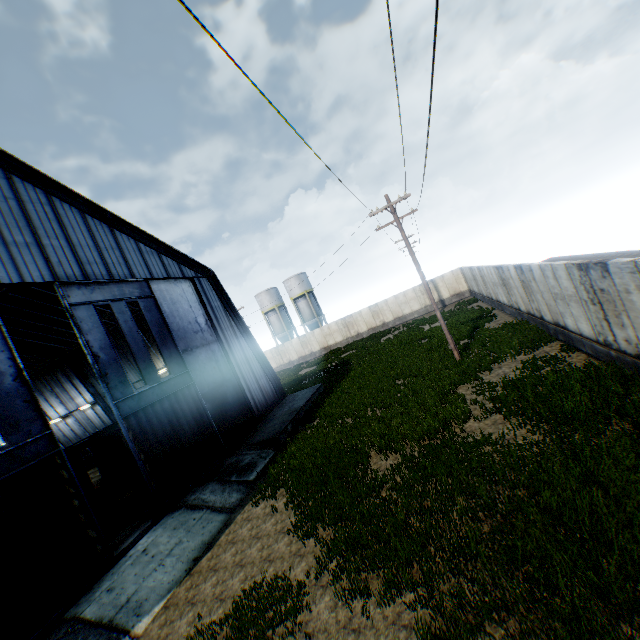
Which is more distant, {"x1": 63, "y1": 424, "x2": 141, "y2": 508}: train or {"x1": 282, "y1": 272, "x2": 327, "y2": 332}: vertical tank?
{"x1": 282, "y1": 272, "x2": 327, "y2": 332}: vertical tank

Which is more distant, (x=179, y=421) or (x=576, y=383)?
(x=179, y=421)

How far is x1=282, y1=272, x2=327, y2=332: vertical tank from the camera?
50.8m

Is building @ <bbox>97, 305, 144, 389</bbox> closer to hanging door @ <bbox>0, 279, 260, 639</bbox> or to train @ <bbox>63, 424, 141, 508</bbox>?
hanging door @ <bbox>0, 279, 260, 639</bbox>

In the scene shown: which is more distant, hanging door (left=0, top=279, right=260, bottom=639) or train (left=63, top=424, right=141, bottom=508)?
train (left=63, top=424, right=141, bottom=508)

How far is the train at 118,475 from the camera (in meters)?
18.25

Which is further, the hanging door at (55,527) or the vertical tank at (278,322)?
the vertical tank at (278,322)

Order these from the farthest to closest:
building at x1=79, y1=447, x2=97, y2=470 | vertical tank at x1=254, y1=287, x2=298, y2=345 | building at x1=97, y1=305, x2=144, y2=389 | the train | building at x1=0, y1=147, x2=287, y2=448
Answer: Answer: vertical tank at x1=254, y1=287, x2=298, y2=345, building at x1=79, y1=447, x2=97, y2=470, building at x1=97, y1=305, x2=144, y2=389, the train, building at x1=0, y1=147, x2=287, y2=448
